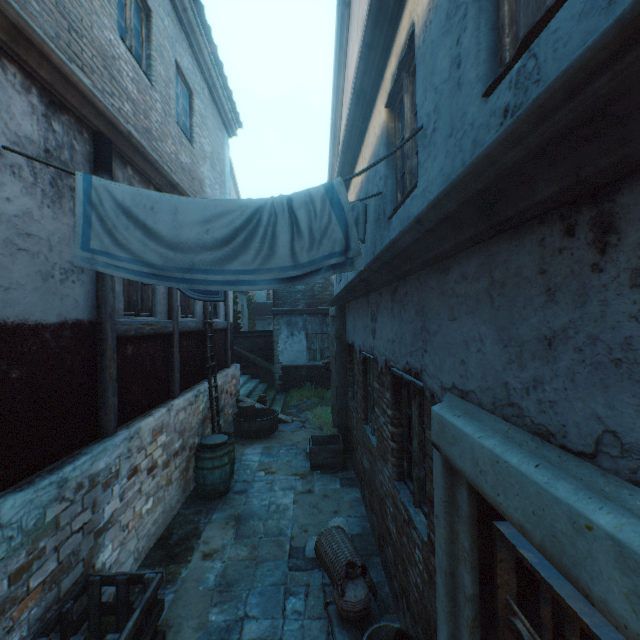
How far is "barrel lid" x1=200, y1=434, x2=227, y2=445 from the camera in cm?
629

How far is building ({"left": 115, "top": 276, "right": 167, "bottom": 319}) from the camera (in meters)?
4.41

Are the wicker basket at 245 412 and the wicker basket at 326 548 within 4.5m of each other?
no

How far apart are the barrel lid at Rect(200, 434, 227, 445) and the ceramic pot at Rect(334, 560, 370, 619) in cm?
373

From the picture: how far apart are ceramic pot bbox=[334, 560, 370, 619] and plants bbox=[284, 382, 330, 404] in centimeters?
979cm

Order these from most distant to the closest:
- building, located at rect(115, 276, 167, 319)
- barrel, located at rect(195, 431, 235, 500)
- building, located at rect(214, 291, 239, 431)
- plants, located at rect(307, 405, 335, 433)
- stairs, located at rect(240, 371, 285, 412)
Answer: stairs, located at rect(240, 371, 285, 412) → plants, located at rect(307, 405, 335, 433) → building, located at rect(214, 291, 239, 431) → barrel, located at rect(195, 431, 235, 500) → building, located at rect(115, 276, 167, 319)

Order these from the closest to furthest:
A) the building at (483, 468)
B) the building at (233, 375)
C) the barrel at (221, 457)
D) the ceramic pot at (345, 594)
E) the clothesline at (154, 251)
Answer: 1. the building at (483, 468)
2. the clothesline at (154, 251)
3. the ceramic pot at (345, 594)
4. the barrel at (221, 457)
5. the building at (233, 375)

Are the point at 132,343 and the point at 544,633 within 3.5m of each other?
no
